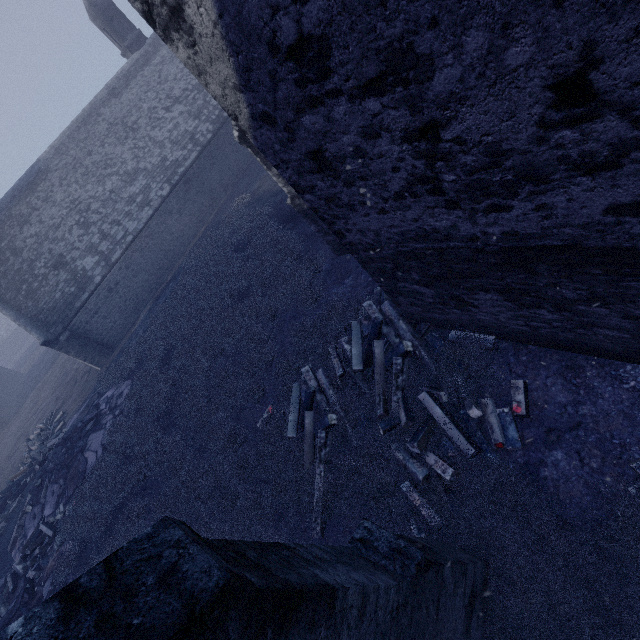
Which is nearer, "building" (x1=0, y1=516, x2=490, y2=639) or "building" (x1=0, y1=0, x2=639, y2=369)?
"building" (x1=0, y1=516, x2=490, y2=639)

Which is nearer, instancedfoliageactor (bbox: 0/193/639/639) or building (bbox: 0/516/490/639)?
building (bbox: 0/516/490/639)

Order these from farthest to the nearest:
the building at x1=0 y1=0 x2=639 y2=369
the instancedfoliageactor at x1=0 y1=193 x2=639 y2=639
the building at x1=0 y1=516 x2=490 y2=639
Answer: the instancedfoliageactor at x1=0 y1=193 x2=639 y2=639, the building at x1=0 y1=0 x2=639 y2=369, the building at x1=0 y1=516 x2=490 y2=639

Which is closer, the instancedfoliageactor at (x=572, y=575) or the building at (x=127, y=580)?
the building at (x=127, y=580)

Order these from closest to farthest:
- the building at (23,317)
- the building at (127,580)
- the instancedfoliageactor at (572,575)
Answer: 1. the building at (127,580)
2. the building at (23,317)
3. the instancedfoliageactor at (572,575)

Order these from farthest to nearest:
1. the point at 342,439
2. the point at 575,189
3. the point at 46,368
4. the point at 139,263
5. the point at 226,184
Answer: the point at 46,368
the point at 226,184
the point at 139,263
the point at 342,439
the point at 575,189

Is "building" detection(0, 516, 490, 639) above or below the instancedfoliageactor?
above
